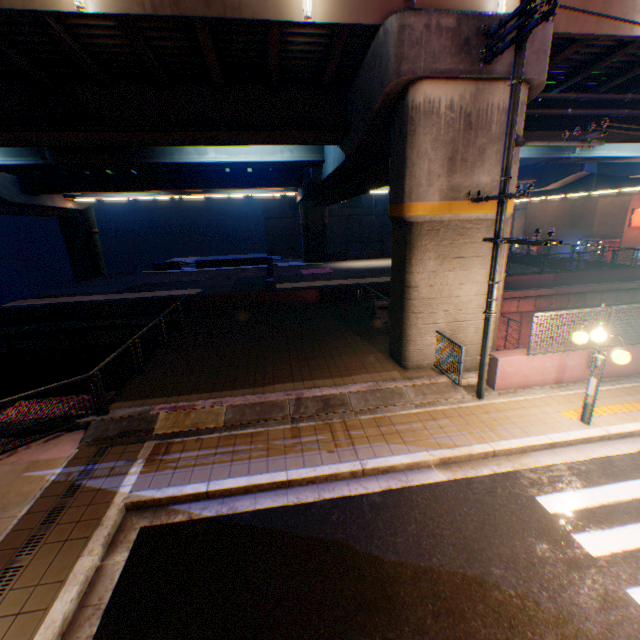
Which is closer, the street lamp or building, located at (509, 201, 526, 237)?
the street lamp

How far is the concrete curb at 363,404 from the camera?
7.59m

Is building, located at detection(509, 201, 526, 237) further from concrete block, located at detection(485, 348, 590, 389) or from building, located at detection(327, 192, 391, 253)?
concrete block, located at detection(485, 348, 590, 389)

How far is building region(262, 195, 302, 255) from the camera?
47.19m

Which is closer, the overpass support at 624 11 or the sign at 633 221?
the overpass support at 624 11

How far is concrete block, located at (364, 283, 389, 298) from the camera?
18.80m

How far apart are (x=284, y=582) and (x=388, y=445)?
3.3m

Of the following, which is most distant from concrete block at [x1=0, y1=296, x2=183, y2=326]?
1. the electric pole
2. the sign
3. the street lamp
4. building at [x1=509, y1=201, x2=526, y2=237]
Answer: building at [x1=509, y1=201, x2=526, y2=237]
